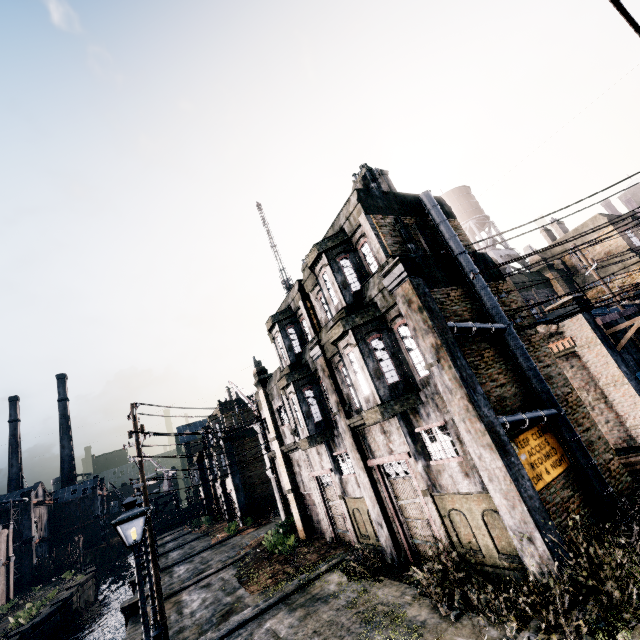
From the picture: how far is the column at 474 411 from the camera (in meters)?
8.14

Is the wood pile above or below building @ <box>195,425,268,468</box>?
below

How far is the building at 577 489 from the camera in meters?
9.3 m

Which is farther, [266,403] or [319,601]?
[266,403]

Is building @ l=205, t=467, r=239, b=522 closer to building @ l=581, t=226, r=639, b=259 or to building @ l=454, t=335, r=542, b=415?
building @ l=454, t=335, r=542, b=415

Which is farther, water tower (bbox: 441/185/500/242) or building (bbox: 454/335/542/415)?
water tower (bbox: 441/185/500/242)

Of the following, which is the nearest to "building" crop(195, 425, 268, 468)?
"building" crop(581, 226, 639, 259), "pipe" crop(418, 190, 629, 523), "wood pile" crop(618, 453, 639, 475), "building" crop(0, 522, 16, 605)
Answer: "building" crop(0, 522, 16, 605)

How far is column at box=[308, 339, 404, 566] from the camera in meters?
13.3
